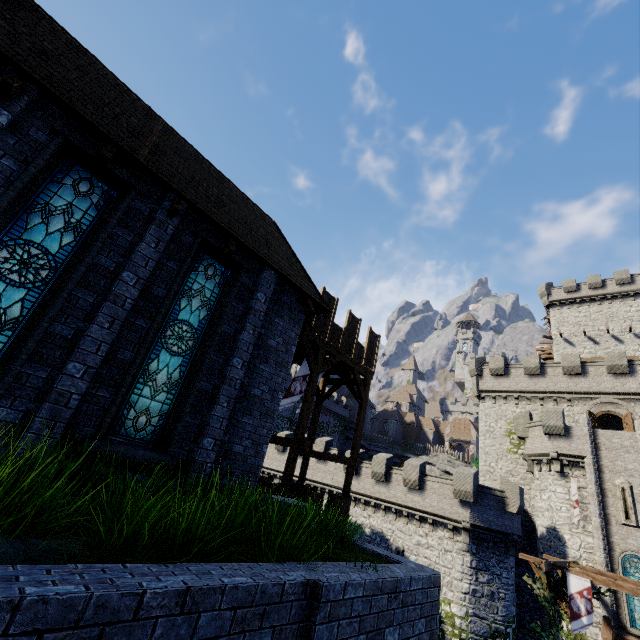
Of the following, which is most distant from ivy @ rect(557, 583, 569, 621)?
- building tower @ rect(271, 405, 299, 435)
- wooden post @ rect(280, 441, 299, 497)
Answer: building tower @ rect(271, 405, 299, 435)

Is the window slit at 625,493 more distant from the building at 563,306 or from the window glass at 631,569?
the building at 563,306

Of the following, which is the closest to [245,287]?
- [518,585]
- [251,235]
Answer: [251,235]

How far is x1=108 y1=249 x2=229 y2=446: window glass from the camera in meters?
6.6

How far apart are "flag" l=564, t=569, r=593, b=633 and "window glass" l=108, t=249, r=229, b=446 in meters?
18.4 m

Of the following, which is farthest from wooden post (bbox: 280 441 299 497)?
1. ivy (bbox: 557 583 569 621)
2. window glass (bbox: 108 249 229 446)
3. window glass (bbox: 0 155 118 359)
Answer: ivy (bbox: 557 583 569 621)

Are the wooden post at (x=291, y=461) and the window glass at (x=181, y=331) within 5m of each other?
no

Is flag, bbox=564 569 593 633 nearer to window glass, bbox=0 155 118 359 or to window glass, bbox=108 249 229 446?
window glass, bbox=108 249 229 446
